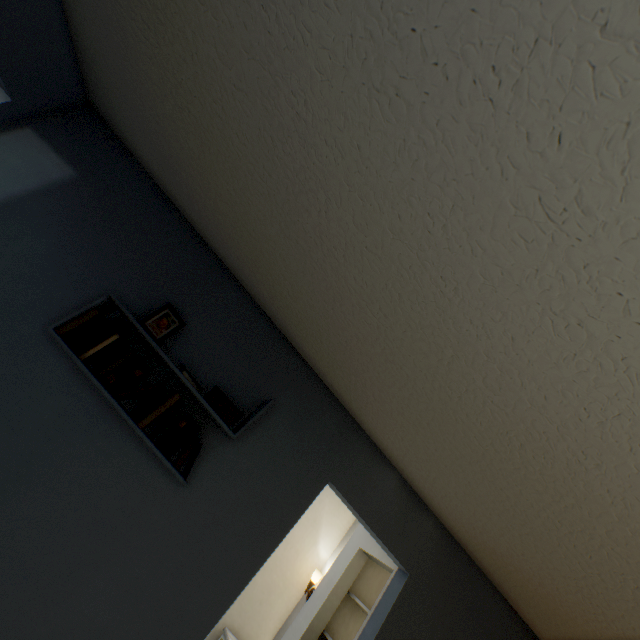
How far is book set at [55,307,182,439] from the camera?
1.6m

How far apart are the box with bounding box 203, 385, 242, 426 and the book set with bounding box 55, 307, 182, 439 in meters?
0.1

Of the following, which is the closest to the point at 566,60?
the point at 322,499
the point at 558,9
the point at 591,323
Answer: the point at 558,9

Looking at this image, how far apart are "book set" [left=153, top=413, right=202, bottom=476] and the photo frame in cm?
12

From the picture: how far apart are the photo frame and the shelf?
0.1m

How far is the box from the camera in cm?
171

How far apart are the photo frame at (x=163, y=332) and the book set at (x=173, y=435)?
0.1m
